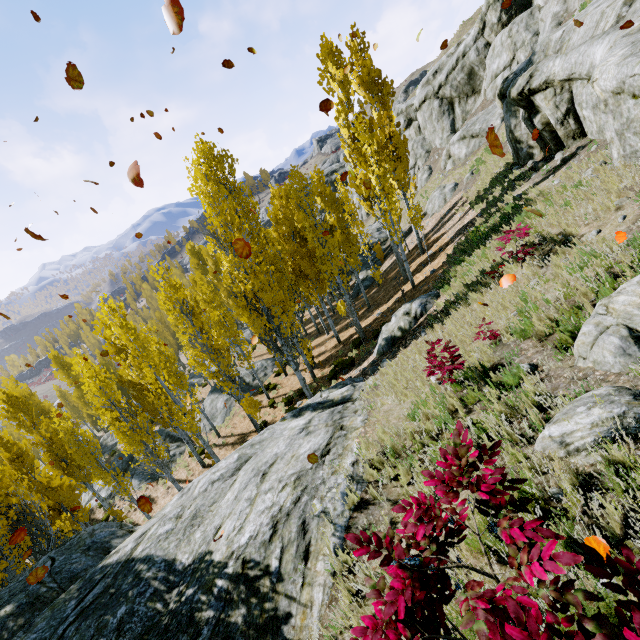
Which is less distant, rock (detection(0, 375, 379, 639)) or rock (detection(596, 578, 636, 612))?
rock (detection(596, 578, 636, 612))

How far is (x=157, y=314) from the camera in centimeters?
5544cm

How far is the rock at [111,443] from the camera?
35.6 meters

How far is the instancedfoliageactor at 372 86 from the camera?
15.8m

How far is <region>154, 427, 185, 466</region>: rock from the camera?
22.2m

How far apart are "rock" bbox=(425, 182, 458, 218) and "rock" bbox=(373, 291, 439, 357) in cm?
1414

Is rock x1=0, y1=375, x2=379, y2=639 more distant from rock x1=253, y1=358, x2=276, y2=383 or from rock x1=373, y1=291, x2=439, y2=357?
rock x1=253, y1=358, x2=276, y2=383

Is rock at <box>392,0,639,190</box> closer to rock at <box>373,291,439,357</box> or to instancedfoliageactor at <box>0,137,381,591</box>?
instancedfoliageactor at <box>0,137,381,591</box>
